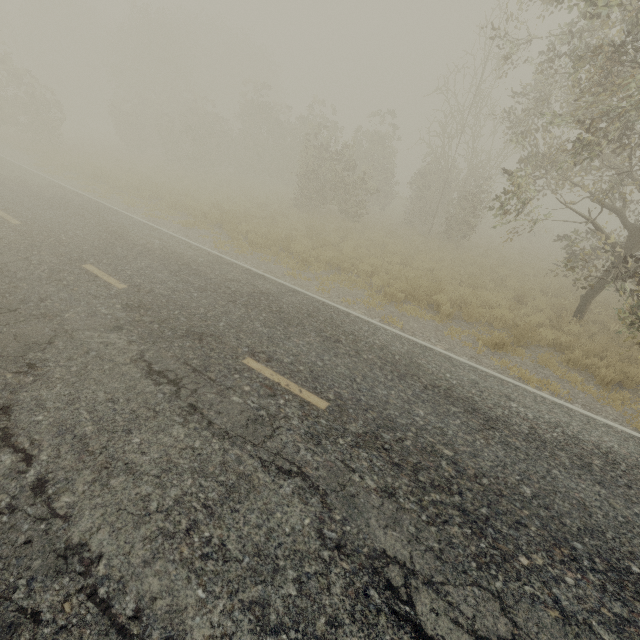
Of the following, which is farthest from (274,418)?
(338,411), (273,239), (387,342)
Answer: (273,239)
